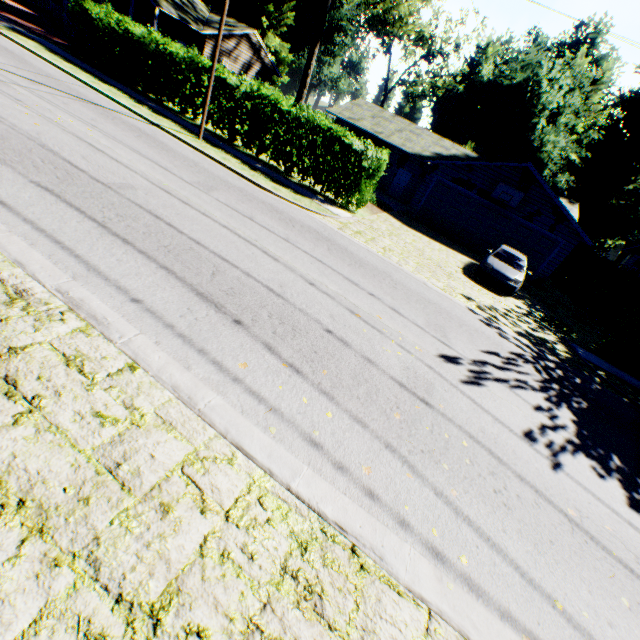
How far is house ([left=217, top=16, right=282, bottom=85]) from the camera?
29.0m

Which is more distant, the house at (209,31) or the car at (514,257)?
the house at (209,31)

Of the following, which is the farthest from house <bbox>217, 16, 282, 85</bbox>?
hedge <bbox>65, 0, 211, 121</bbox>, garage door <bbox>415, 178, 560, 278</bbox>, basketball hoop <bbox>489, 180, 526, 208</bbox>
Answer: basketball hoop <bbox>489, 180, 526, 208</bbox>

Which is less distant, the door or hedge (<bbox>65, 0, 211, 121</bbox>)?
hedge (<bbox>65, 0, 211, 121</bbox>)

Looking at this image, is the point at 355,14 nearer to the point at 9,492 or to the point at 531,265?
the point at 531,265

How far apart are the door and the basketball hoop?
8.2 meters

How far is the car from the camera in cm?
1417

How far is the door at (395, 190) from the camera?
26.9m
